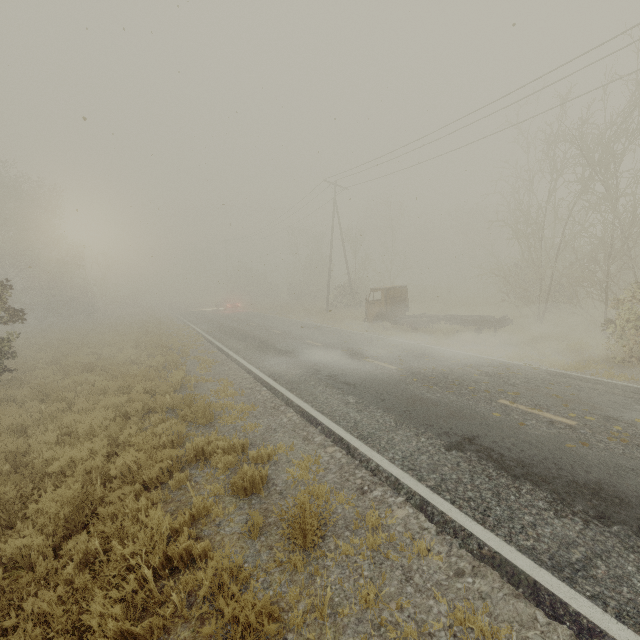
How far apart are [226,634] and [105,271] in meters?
44.4 m

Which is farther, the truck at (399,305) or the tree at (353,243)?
the tree at (353,243)

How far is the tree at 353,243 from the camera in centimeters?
3052cm

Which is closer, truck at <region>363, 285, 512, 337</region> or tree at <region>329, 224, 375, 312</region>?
truck at <region>363, 285, 512, 337</region>

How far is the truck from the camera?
16.00m

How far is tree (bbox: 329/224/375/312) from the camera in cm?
3052
